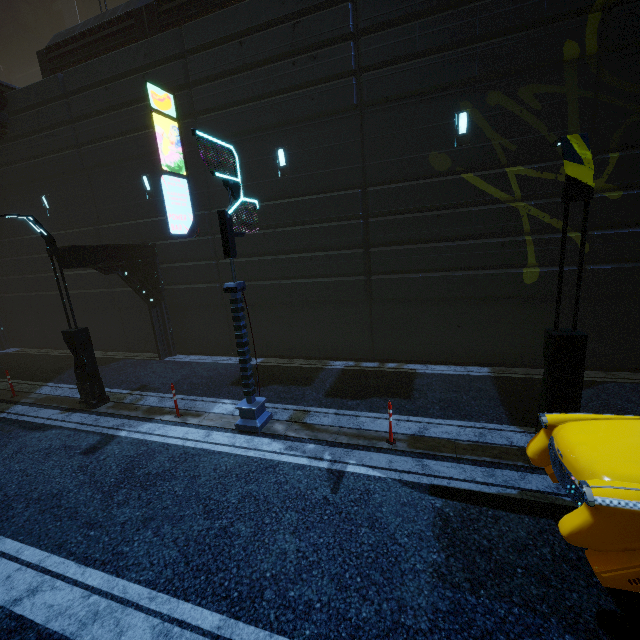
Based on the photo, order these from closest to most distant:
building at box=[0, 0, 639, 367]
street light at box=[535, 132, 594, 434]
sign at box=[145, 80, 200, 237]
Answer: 1. street light at box=[535, 132, 594, 434]
2. building at box=[0, 0, 639, 367]
3. sign at box=[145, 80, 200, 237]

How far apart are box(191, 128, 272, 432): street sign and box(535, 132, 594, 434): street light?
5.7 meters

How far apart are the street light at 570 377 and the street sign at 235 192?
5.70m

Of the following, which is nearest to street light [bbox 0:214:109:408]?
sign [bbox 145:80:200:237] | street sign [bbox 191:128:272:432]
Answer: sign [bbox 145:80:200:237]

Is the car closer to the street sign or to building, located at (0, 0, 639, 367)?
the street sign

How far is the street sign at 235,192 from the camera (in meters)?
6.94

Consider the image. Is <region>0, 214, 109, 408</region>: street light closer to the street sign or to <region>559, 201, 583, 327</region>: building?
<region>559, 201, 583, 327</region>: building

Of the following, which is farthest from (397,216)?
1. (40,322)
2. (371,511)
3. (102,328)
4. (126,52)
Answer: (40,322)
